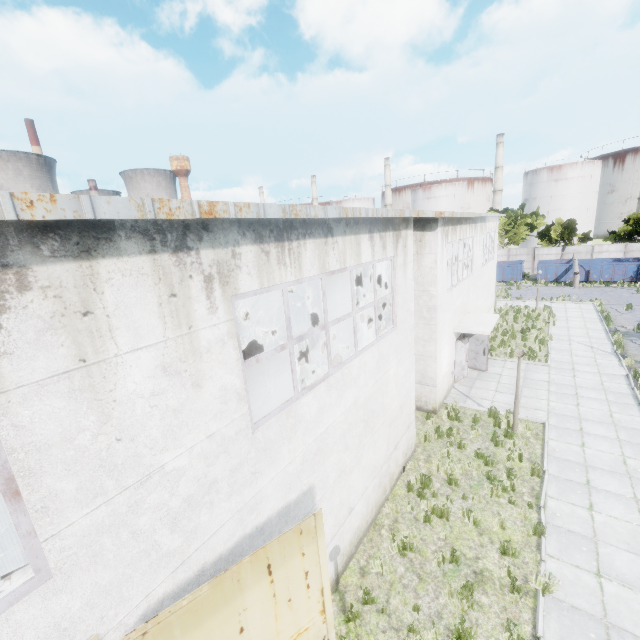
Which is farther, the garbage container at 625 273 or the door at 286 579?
the garbage container at 625 273

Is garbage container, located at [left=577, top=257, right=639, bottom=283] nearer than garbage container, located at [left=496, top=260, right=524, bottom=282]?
Yes

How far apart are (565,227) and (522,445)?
44.95m

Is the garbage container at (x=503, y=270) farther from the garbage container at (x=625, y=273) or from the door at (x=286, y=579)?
the door at (x=286, y=579)

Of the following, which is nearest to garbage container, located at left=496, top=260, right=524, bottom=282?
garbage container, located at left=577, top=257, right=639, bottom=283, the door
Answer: garbage container, located at left=577, top=257, right=639, bottom=283

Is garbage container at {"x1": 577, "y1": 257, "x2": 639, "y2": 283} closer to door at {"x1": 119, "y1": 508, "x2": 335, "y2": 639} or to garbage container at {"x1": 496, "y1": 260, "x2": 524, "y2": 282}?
garbage container at {"x1": 496, "y1": 260, "x2": 524, "y2": 282}

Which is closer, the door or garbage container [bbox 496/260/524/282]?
the door
